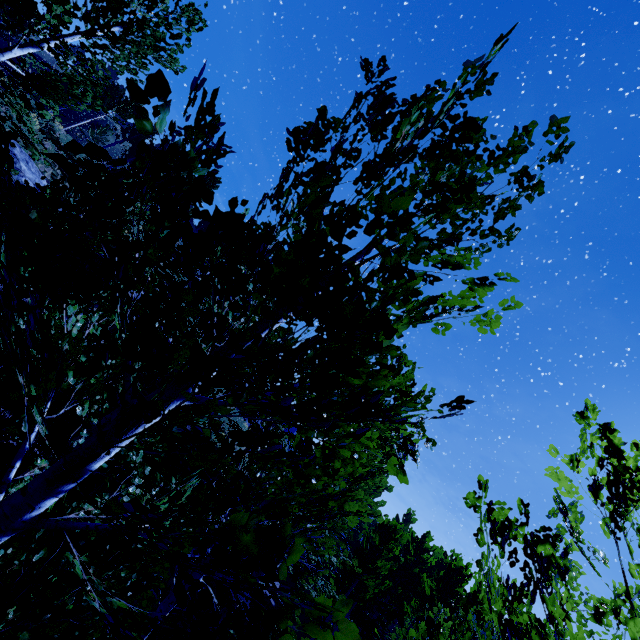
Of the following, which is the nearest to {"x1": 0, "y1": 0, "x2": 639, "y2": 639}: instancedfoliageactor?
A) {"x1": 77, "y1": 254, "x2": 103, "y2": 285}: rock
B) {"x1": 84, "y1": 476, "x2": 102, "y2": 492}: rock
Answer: {"x1": 84, "y1": 476, "x2": 102, "y2": 492}: rock

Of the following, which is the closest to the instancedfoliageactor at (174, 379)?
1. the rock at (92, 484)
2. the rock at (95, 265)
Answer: the rock at (92, 484)

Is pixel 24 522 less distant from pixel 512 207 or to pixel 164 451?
pixel 164 451

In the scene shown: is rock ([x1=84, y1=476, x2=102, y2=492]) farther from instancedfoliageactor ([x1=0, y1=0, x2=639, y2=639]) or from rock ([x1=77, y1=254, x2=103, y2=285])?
rock ([x1=77, y1=254, x2=103, y2=285])

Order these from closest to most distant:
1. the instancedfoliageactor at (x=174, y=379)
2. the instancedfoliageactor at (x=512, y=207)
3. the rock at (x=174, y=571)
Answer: the instancedfoliageactor at (x=174, y=379) < the instancedfoliageactor at (x=512, y=207) < the rock at (x=174, y=571)

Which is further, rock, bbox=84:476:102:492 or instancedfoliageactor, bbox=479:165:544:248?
rock, bbox=84:476:102:492

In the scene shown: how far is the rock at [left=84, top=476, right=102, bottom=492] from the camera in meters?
9.3

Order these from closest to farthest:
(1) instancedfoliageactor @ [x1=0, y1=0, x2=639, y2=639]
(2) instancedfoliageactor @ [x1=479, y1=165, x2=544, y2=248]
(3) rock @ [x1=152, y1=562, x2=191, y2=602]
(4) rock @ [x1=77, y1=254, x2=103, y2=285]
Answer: (1) instancedfoliageactor @ [x1=0, y1=0, x2=639, y2=639] < (2) instancedfoliageactor @ [x1=479, y1=165, x2=544, y2=248] < (3) rock @ [x1=152, y1=562, x2=191, y2=602] < (4) rock @ [x1=77, y1=254, x2=103, y2=285]
